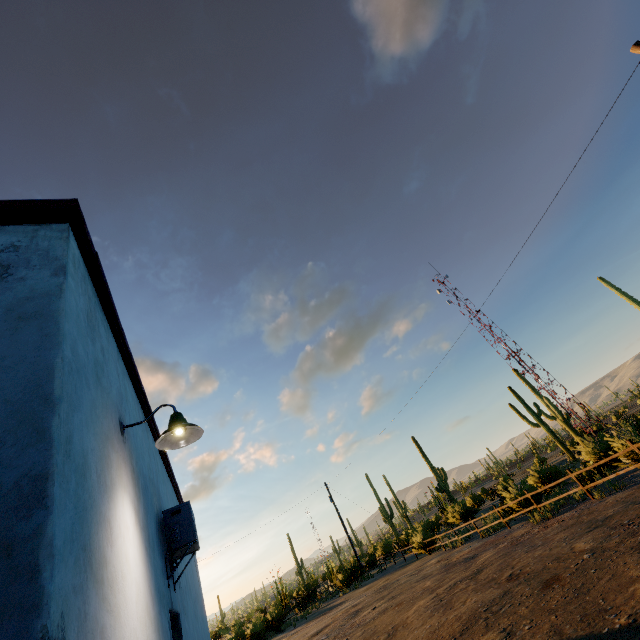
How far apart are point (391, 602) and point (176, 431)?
13.1m

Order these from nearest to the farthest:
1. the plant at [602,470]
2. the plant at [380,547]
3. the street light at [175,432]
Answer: the street light at [175,432]
the plant at [602,470]
the plant at [380,547]

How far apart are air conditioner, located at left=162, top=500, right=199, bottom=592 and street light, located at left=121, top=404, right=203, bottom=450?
1.98m

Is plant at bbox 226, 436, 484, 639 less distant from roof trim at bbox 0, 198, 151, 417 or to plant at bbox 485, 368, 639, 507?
plant at bbox 485, 368, 639, 507

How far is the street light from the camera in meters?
3.2 m

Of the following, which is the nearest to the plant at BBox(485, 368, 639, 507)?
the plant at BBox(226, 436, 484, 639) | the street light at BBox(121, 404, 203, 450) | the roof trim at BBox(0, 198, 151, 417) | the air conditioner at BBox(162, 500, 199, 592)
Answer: the plant at BBox(226, 436, 484, 639)

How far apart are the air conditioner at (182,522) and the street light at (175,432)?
1.98m

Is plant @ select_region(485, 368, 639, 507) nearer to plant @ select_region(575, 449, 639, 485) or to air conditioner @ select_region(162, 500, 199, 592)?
plant @ select_region(575, 449, 639, 485)
